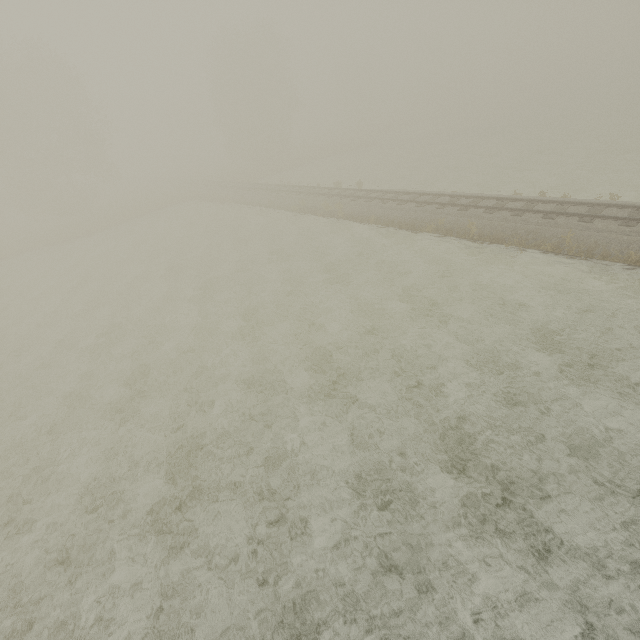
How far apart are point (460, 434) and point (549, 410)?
2.43m
